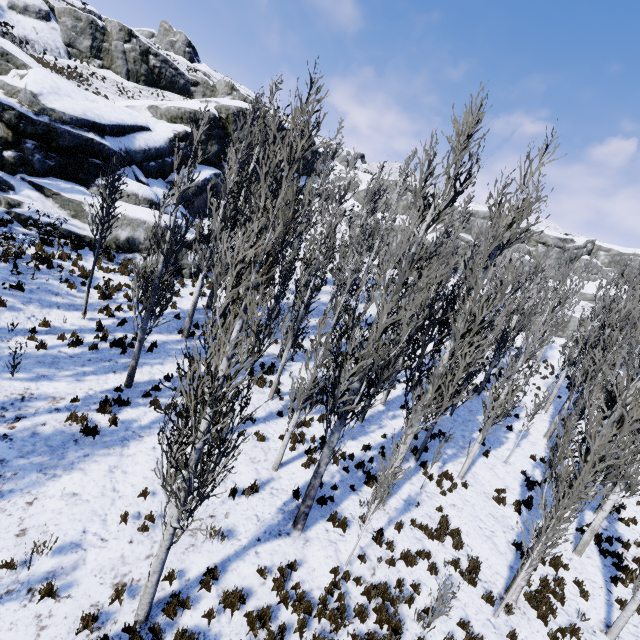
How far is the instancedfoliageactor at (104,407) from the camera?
9.9m

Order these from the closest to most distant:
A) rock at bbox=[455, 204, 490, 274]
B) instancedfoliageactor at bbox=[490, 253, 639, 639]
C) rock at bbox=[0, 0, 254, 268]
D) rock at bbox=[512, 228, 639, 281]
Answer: instancedfoliageactor at bbox=[490, 253, 639, 639] < rock at bbox=[0, 0, 254, 268] < rock at bbox=[455, 204, 490, 274] < rock at bbox=[512, 228, 639, 281]

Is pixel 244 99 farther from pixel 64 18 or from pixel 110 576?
pixel 110 576

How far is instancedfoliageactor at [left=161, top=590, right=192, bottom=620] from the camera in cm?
631

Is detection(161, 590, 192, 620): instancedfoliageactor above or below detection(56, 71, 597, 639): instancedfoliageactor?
below

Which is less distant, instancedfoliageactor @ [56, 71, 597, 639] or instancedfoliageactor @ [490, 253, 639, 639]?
instancedfoliageactor @ [56, 71, 597, 639]
